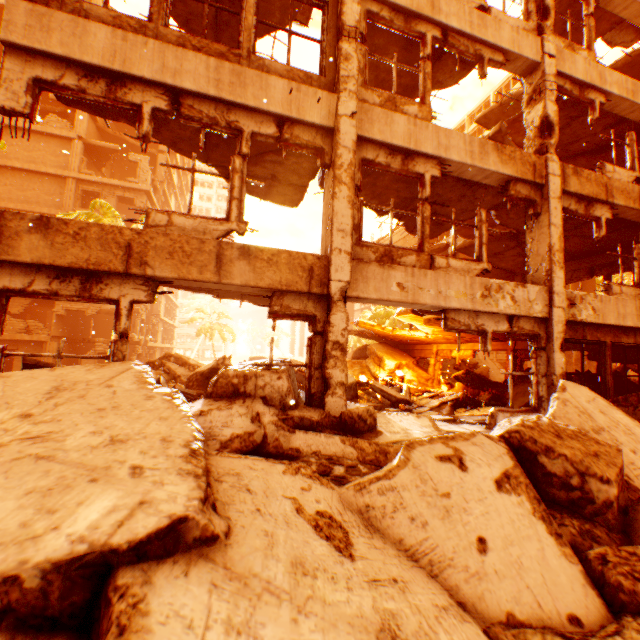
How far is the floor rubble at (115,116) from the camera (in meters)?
5.73

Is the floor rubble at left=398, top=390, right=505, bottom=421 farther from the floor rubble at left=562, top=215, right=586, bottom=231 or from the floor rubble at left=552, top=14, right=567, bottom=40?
the floor rubble at left=552, top=14, right=567, bottom=40

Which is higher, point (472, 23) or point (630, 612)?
point (472, 23)

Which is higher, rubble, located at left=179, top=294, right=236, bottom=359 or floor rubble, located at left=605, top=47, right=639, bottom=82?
floor rubble, located at left=605, top=47, right=639, bottom=82

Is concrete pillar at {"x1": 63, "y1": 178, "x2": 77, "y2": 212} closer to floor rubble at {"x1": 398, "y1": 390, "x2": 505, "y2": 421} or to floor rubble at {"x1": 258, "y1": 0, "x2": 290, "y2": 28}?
floor rubble at {"x1": 258, "y1": 0, "x2": 290, "y2": 28}

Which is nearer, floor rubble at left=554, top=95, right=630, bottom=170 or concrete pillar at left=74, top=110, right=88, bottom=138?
floor rubble at left=554, top=95, right=630, bottom=170

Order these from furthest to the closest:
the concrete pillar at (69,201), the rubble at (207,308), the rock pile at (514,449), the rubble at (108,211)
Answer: the rubble at (207,308) → the concrete pillar at (69,201) → the rubble at (108,211) → the rock pile at (514,449)

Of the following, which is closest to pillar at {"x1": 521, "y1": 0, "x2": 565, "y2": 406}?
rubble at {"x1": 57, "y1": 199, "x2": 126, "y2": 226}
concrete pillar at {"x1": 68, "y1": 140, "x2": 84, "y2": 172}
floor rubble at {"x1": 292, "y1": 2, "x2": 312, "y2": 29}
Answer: floor rubble at {"x1": 292, "y1": 2, "x2": 312, "y2": 29}
